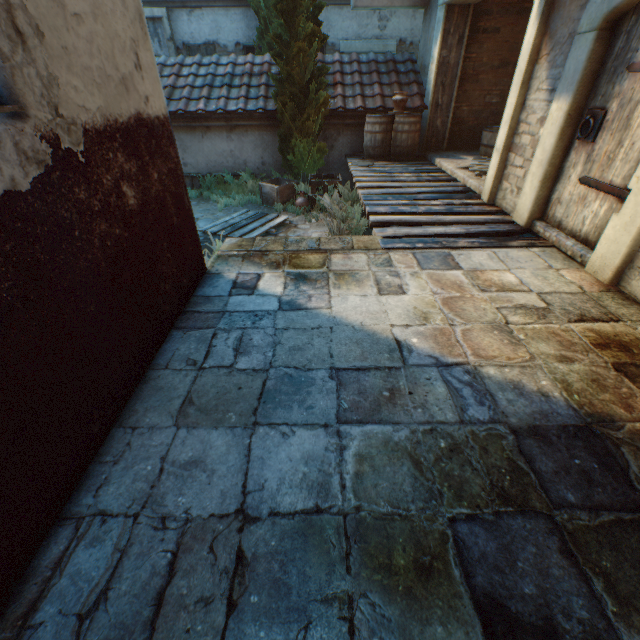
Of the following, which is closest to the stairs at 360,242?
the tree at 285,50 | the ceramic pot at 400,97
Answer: the tree at 285,50

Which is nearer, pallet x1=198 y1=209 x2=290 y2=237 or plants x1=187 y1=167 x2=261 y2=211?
pallet x1=198 y1=209 x2=290 y2=237

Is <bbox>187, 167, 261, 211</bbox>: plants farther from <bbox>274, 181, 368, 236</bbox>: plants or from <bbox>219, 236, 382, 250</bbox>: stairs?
<bbox>219, 236, 382, 250</bbox>: stairs

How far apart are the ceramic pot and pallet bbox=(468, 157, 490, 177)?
2.1m

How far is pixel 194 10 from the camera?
10.9 meters

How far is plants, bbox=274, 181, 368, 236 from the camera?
5.91m

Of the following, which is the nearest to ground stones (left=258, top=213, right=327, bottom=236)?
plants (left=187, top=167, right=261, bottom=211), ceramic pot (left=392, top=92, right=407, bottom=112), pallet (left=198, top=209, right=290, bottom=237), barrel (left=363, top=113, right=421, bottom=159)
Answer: pallet (left=198, top=209, right=290, bottom=237)

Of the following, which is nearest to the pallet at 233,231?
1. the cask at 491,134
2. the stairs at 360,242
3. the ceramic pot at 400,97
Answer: the stairs at 360,242
